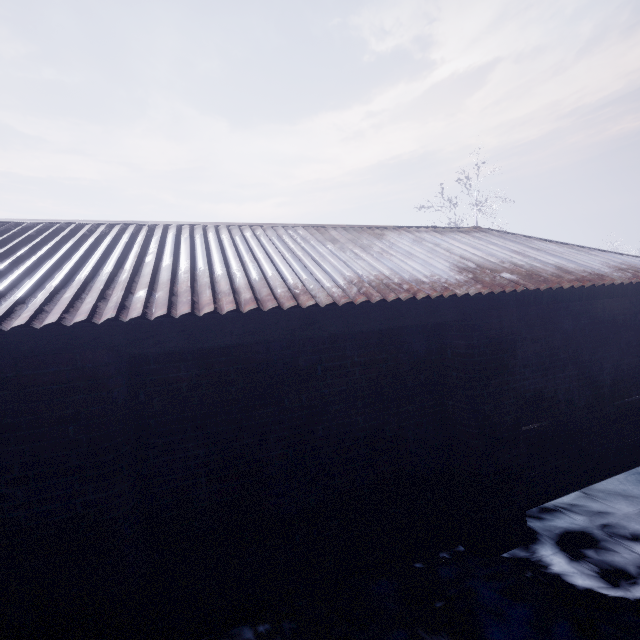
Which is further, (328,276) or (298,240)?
(298,240)
